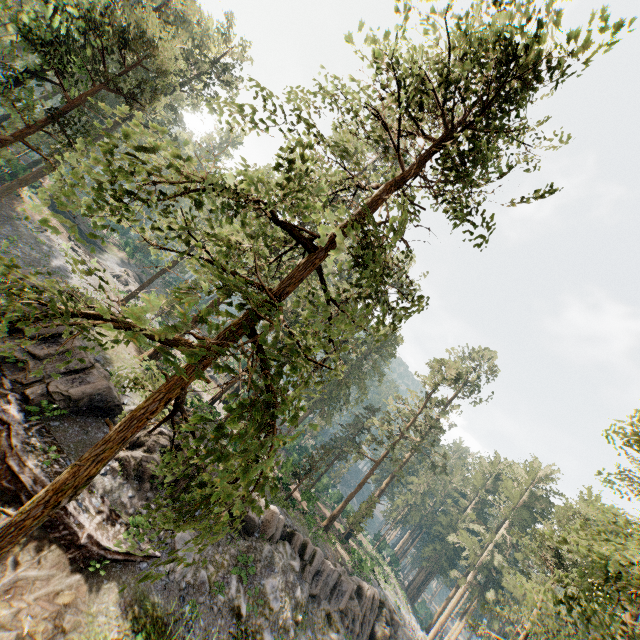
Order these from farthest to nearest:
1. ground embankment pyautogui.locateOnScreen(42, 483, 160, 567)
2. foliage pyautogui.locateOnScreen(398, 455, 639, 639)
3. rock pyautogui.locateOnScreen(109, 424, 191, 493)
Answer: rock pyautogui.locateOnScreen(109, 424, 191, 493), ground embankment pyautogui.locateOnScreen(42, 483, 160, 567), foliage pyautogui.locateOnScreen(398, 455, 639, 639)

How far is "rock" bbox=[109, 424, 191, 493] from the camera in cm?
1616

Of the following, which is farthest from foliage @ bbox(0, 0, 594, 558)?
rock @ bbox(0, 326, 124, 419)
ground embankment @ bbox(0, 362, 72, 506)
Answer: ground embankment @ bbox(0, 362, 72, 506)

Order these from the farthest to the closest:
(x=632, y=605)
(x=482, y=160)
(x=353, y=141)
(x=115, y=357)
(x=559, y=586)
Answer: (x=559, y=586), (x=353, y=141), (x=115, y=357), (x=482, y=160), (x=632, y=605)

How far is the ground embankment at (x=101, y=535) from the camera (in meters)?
12.12

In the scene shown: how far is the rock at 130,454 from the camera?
16.2m

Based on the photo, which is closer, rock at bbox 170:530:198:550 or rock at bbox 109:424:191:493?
rock at bbox 170:530:198:550
